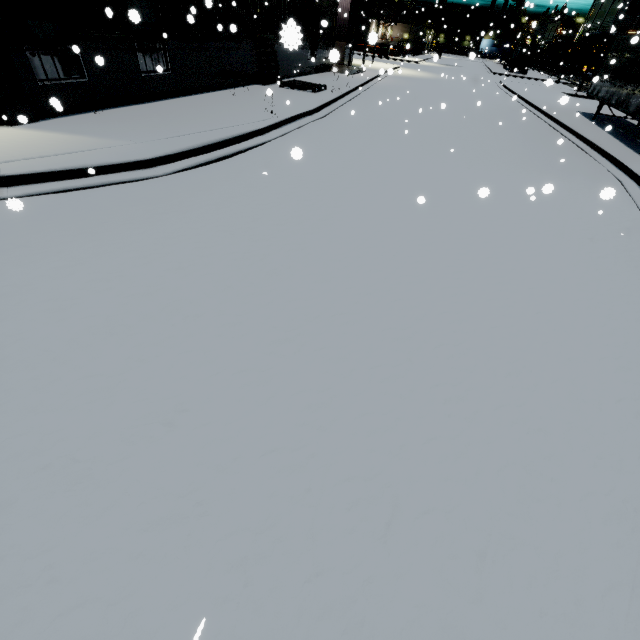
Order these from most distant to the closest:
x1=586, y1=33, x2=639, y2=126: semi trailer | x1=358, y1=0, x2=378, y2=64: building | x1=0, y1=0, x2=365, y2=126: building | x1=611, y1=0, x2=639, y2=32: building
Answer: x1=611, y1=0, x2=639, y2=32: building < x1=586, y1=33, x2=639, y2=126: semi trailer < x1=0, y1=0, x2=365, y2=126: building < x1=358, y1=0, x2=378, y2=64: building

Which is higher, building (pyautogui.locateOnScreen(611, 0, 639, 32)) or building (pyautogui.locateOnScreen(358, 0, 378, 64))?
building (pyautogui.locateOnScreen(611, 0, 639, 32))

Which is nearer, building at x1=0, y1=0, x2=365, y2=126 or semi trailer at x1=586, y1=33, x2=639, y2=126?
building at x1=0, y1=0, x2=365, y2=126

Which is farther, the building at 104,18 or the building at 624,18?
the building at 624,18

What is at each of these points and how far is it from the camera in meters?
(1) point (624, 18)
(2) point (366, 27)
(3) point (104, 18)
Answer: (1) building, 58.8
(2) building, 58.6
(3) building, 8.9

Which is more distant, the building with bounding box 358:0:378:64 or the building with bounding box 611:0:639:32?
the building with bounding box 611:0:639:32
